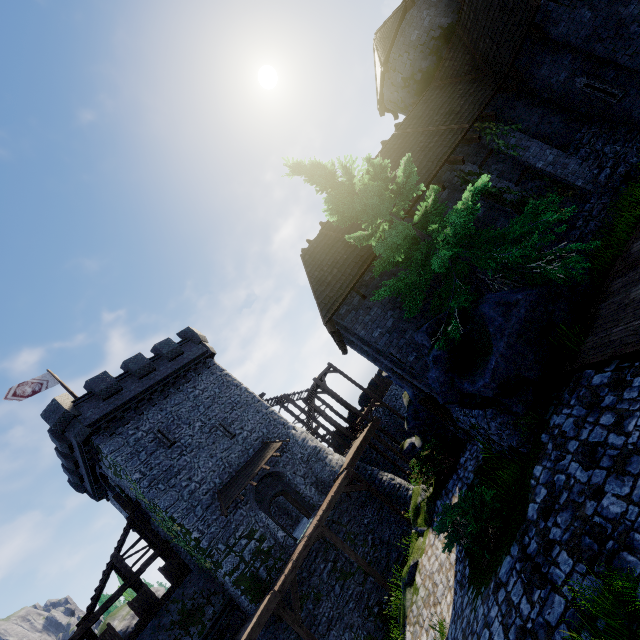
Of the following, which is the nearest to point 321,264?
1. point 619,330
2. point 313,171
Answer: point 313,171

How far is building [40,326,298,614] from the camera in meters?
18.2

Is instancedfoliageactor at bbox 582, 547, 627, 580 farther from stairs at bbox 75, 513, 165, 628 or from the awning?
stairs at bbox 75, 513, 165, 628

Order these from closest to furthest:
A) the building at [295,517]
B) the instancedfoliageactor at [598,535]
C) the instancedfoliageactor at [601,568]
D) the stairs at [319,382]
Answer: the instancedfoliageactor at [601,568] < the instancedfoliageactor at [598,535] < the building at [295,517] < the stairs at [319,382]

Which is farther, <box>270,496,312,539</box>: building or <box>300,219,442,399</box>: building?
<box>270,496,312,539</box>: building

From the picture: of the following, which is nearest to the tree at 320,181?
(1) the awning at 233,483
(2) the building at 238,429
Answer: (1) the awning at 233,483

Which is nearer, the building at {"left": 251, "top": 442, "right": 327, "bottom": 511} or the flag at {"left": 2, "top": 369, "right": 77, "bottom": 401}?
the flag at {"left": 2, "top": 369, "right": 77, "bottom": 401}

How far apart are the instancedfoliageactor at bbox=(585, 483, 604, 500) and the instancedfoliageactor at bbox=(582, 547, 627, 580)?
0.7 meters
